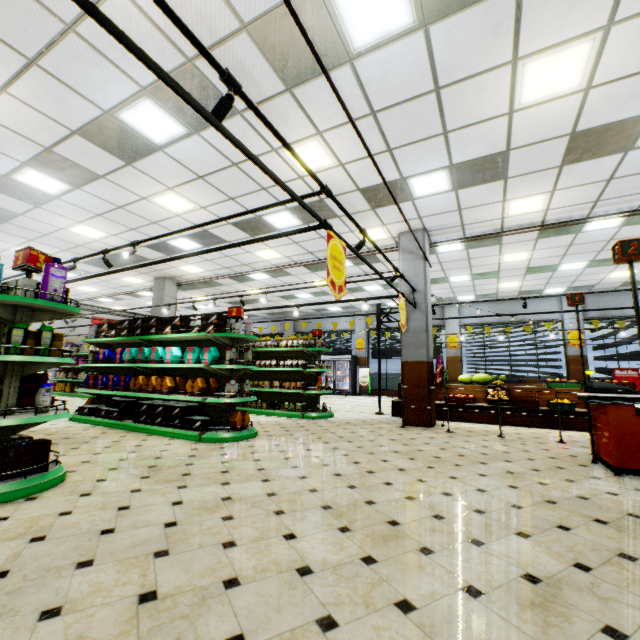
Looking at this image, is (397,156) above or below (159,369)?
above

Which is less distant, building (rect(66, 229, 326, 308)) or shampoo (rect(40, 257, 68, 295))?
shampoo (rect(40, 257, 68, 295))

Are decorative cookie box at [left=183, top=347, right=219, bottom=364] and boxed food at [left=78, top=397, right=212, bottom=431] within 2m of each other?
yes

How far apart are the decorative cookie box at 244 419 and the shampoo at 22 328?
3.31m

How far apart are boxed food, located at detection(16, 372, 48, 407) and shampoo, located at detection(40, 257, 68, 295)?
1.1 meters

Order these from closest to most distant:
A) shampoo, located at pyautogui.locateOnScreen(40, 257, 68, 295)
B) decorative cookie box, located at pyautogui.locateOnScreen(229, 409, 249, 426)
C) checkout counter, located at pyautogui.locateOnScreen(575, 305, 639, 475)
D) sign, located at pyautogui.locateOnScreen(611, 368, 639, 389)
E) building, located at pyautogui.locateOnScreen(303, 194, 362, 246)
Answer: shampoo, located at pyautogui.locateOnScreen(40, 257, 68, 295) → checkout counter, located at pyautogui.locateOnScreen(575, 305, 639, 475) → decorative cookie box, located at pyautogui.locateOnScreen(229, 409, 249, 426) → building, located at pyautogui.locateOnScreen(303, 194, 362, 246) → sign, located at pyautogui.locateOnScreen(611, 368, 639, 389)

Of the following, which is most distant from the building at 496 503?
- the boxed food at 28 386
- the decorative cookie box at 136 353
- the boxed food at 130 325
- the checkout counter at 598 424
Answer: the boxed food at 130 325

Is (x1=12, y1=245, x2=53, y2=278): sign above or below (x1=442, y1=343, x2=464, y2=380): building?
above
